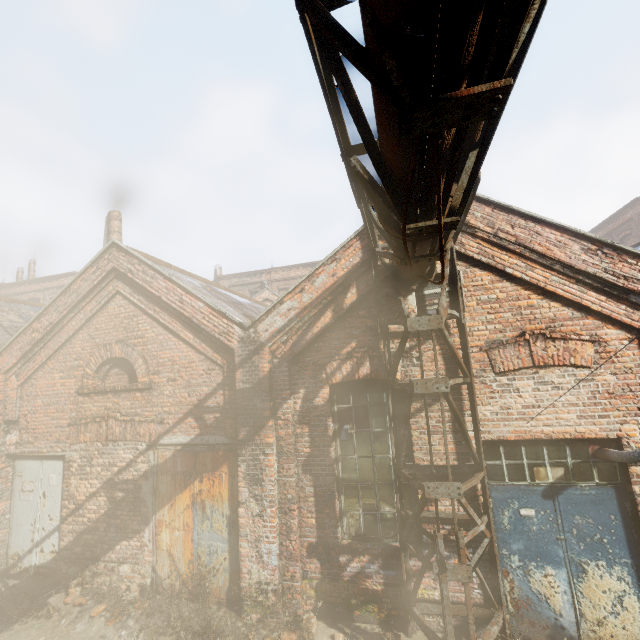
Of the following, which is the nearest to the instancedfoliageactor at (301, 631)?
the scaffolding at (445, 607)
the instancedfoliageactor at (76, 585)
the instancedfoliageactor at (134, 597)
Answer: the scaffolding at (445, 607)

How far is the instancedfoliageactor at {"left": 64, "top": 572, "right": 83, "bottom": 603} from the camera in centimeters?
607cm

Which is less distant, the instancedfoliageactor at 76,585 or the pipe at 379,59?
the pipe at 379,59

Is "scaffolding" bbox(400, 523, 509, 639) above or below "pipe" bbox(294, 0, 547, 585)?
below

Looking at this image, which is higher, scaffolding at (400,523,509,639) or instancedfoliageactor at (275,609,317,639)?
scaffolding at (400,523,509,639)

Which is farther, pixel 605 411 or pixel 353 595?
pixel 353 595

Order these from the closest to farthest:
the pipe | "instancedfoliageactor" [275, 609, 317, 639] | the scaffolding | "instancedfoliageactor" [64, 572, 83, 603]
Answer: the pipe
the scaffolding
"instancedfoliageactor" [275, 609, 317, 639]
"instancedfoliageactor" [64, 572, 83, 603]

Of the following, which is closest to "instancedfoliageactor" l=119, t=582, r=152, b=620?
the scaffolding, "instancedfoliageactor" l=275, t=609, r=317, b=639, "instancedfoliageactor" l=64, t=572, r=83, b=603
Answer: "instancedfoliageactor" l=64, t=572, r=83, b=603
